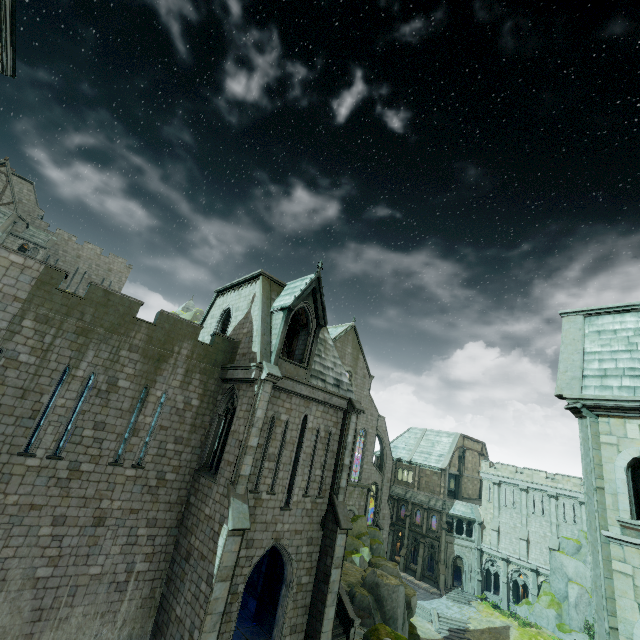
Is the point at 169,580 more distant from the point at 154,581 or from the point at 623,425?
the point at 623,425

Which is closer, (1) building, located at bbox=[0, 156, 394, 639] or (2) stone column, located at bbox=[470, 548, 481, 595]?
(1) building, located at bbox=[0, 156, 394, 639]

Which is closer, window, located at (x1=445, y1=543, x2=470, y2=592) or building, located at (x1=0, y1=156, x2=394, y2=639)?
building, located at (x1=0, y1=156, x2=394, y2=639)

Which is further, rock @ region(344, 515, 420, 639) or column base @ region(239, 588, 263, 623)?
rock @ region(344, 515, 420, 639)

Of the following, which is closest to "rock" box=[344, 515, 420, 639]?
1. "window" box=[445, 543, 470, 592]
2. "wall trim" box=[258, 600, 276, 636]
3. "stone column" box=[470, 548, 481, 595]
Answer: "wall trim" box=[258, 600, 276, 636]

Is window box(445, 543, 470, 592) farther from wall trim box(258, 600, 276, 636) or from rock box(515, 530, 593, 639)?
wall trim box(258, 600, 276, 636)

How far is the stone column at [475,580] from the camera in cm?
4131

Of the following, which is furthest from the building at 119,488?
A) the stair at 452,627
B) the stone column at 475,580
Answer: the stone column at 475,580
